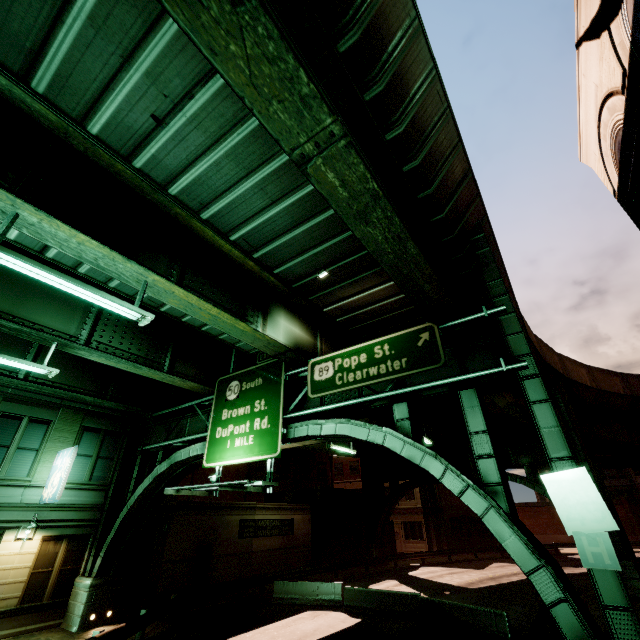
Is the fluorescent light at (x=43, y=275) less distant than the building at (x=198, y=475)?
Yes

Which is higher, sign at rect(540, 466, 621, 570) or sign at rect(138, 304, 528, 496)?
sign at rect(138, 304, 528, 496)

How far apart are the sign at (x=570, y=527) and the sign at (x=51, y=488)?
18.1m

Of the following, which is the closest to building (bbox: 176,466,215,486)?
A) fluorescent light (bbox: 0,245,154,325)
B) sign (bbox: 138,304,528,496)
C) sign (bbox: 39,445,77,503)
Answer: sign (bbox: 39,445,77,503)

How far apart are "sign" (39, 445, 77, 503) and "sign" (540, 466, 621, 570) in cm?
1814

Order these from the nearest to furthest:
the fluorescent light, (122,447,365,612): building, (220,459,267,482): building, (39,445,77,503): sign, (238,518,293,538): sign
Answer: the fluorescent light, (39,445,77,503): sign, (122,447,365,612): building, (238,518,293,538): sign, (220,459,267,482): building

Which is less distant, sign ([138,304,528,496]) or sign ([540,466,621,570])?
sign ([540,466,621,570])

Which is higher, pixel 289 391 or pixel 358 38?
pixel 358 38
